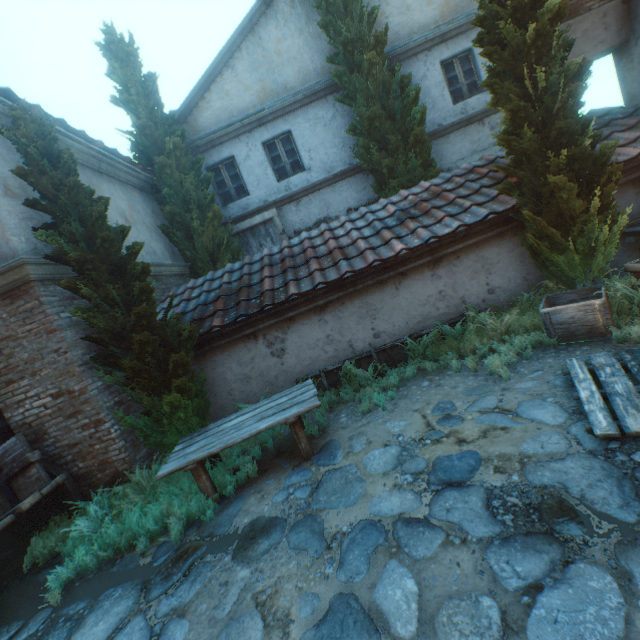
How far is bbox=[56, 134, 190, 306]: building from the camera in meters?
6.8 m

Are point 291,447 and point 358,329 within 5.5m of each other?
yes

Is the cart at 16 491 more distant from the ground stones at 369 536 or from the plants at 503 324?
the plants at 503 324

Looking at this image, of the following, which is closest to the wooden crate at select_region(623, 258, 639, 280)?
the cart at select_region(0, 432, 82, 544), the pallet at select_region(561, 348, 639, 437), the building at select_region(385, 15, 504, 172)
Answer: the pallet at select_region(561, 348, 639, 437)

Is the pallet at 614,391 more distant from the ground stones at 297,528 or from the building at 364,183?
the building at 364,183

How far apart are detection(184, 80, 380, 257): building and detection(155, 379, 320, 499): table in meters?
6.2 m

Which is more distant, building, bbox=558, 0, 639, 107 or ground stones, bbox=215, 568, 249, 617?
building, bbox=558, 0, 639, 107

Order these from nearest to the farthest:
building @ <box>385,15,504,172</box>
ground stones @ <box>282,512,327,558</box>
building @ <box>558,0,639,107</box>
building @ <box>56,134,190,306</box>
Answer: ground stones @ <box>282,512,327,558</box>
building @ <box>558,0,639,107</box>
building @ <box>56,134,190,306</box>
building @ <box>385,15,504,172</box>
